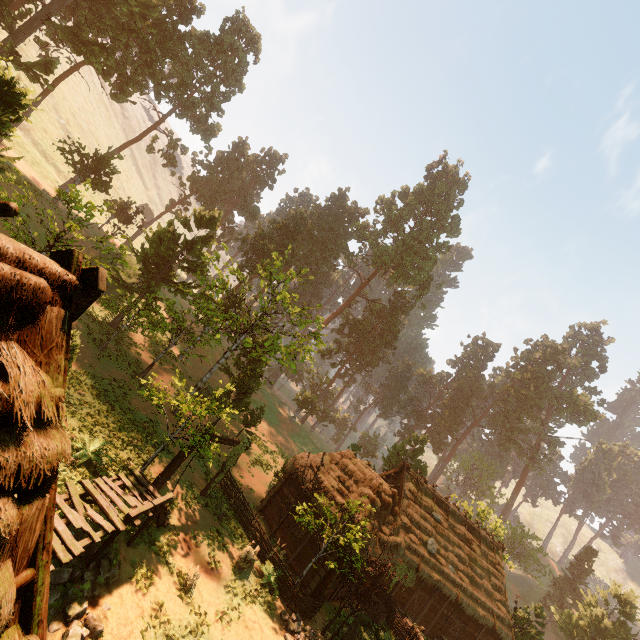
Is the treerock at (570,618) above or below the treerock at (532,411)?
below

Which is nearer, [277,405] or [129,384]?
[129,384]

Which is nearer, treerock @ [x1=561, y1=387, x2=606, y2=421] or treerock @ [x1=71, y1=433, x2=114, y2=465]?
treerock @ [x1=71, y1=433, x2=114, y2=465]

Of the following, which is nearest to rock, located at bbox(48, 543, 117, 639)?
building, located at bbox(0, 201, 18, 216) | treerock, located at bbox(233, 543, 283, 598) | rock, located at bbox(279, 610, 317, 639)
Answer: building, located at bbox(0, 201, 18, 216)

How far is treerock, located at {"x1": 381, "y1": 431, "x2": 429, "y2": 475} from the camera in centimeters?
3642cm

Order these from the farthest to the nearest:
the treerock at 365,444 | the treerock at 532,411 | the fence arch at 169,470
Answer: the treerock at 532,411 < the treerock at 365,444 < the fence arch at 169,470

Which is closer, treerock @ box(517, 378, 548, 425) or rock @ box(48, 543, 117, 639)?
rock @ box(48, 543, 117, 639)
